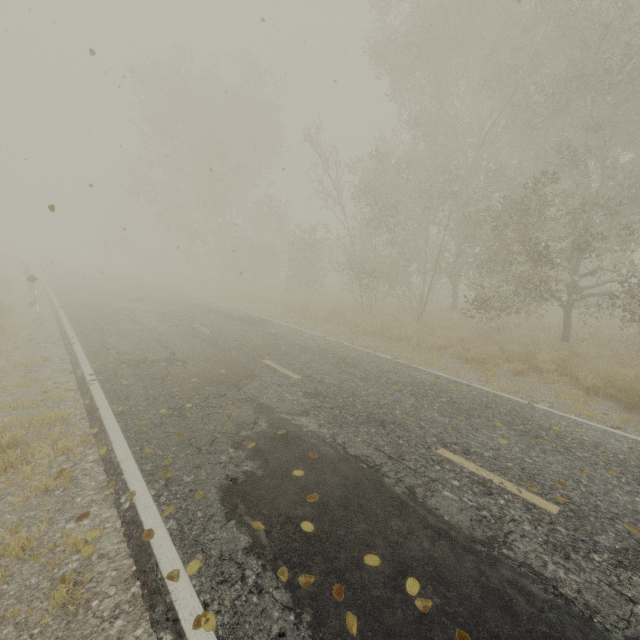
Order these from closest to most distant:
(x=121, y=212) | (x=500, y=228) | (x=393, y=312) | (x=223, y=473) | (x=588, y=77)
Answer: (x=223, y=473)
(x=588, y=77)
(x=500, y=228)
(x=393, y=312)
(x=121, y=212)

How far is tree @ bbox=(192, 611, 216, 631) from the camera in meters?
2.5 m

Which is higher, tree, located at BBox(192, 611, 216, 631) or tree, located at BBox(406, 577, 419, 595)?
tree, located at BBox(406, 577, 419, 595)

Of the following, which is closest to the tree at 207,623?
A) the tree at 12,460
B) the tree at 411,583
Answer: the tree at 12,460

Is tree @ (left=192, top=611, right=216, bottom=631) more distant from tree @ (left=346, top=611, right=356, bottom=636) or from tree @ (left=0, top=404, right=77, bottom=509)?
tree @ (left=346, top=611, right=356, bottom=636)

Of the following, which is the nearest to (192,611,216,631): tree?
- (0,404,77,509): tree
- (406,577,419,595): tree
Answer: (0,404,77,509): tree
